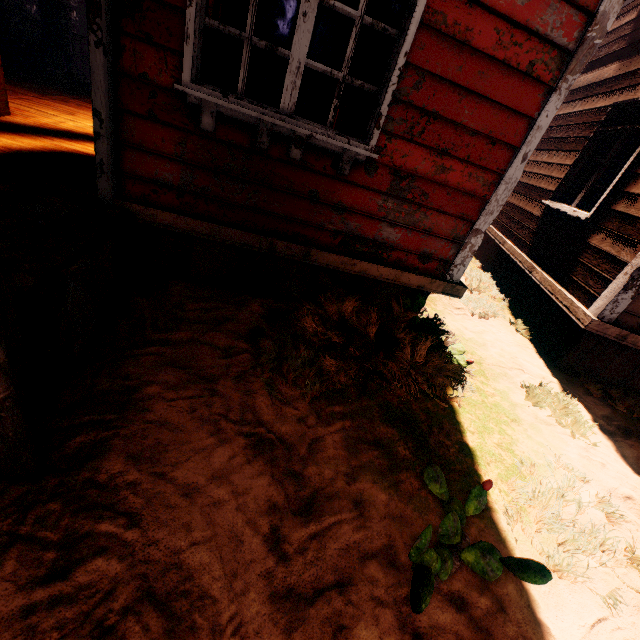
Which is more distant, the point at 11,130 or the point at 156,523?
the point at 11,130

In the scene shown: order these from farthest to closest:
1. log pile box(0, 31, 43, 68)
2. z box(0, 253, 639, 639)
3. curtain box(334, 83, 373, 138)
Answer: log pile box(0, 31, 43, 68) < curtain box(334, 83, 373, 138) < z box(0, 253, 639, 639)

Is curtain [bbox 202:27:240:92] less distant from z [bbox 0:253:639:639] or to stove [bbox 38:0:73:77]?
z [bbox 0:253:639:639]

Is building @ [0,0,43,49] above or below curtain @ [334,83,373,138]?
below

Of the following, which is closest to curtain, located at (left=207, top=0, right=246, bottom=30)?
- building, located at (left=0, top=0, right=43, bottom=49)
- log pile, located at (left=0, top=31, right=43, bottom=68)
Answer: building, located at (left=0, top=0, right=43, bottom=49)

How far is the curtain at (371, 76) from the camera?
2.27m

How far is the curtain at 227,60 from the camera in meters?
2.2

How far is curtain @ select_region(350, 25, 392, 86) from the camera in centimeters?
227cm
